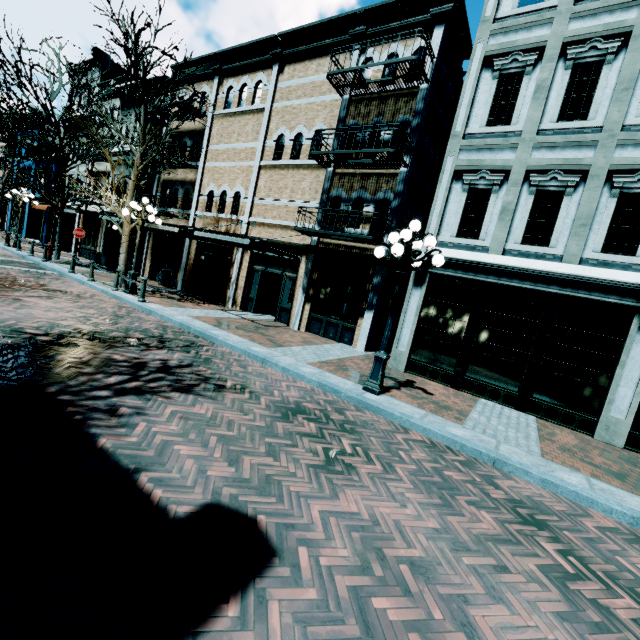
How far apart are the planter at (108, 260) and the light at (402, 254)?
19.0m

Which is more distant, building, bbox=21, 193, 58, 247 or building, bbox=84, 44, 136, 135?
building, bbox=21, 193, 58, 247

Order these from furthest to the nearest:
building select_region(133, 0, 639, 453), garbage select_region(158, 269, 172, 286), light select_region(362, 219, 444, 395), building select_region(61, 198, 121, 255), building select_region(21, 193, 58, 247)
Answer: building select_region(21, 193, 58, 247), building select_region(61, 198, 121, 255), garbage select_region(158, 269, 172, 286), building select_region(133, 0, 639, 453), light select_region(362, 219, 444, 395)

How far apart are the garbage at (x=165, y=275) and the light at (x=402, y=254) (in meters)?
13.55

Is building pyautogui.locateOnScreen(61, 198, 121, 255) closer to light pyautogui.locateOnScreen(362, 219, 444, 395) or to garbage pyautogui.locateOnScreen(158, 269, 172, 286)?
garbage pyautogui.locateOnScreen(158, 269, 172, 286)

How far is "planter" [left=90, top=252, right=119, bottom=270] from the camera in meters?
19.5

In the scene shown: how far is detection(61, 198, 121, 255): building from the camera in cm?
2106

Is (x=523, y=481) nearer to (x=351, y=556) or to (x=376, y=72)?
(x=351, y=556)
